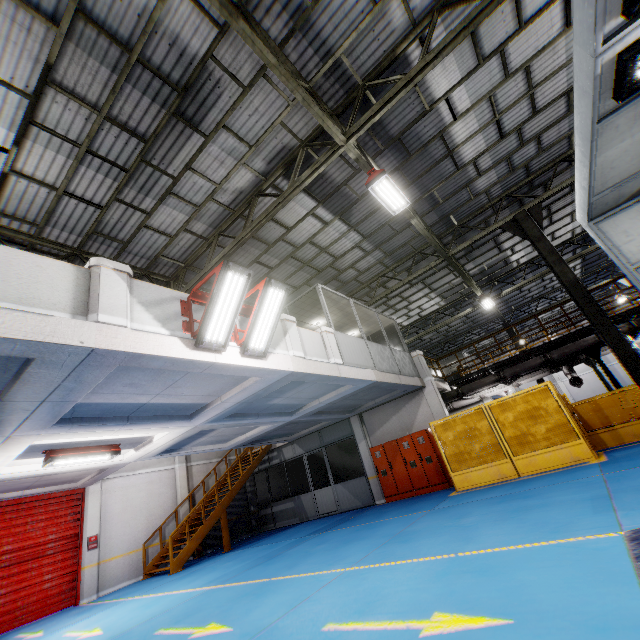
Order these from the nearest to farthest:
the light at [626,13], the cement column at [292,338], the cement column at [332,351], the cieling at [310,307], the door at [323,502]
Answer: the light at [626,13] < the cement column at [292,338] < the cement column at [332,351] < the cieling at [310,307] < the door at [323,502]

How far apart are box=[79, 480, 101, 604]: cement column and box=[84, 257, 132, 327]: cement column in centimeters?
1175cm

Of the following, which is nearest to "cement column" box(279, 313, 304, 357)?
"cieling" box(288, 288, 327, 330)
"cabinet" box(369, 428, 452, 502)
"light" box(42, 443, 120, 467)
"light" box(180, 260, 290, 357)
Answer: "light" box(180, 260, 290, 357)

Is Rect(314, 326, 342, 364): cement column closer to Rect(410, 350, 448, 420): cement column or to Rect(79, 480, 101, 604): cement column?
Rect(410, 350, 448, 420): cement column

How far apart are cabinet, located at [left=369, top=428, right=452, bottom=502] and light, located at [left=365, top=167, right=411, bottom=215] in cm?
852

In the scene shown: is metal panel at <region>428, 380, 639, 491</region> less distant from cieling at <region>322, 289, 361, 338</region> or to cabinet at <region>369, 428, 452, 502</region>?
cabinet at <region>369, 428, 452, 502</region>

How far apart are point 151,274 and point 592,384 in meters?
40.6 m

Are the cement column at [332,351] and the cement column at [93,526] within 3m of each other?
no
